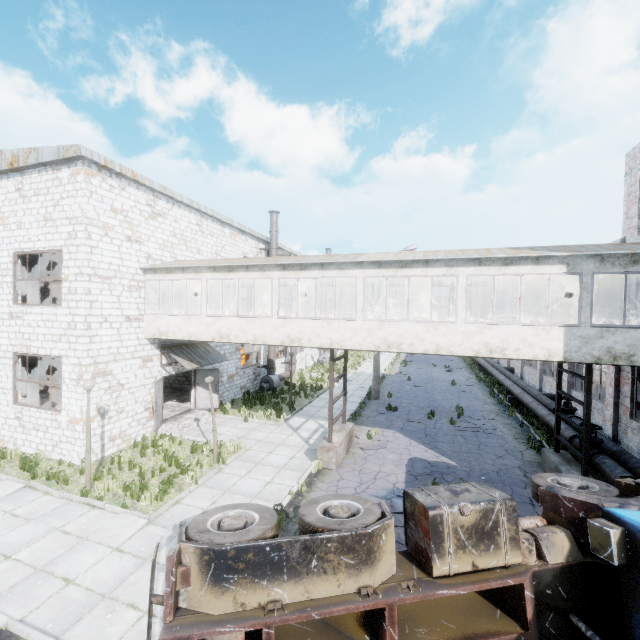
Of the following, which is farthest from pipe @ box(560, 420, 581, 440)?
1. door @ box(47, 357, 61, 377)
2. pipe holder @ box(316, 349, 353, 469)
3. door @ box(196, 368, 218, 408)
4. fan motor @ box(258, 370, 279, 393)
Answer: door @ box(47, 357, 61, 377)

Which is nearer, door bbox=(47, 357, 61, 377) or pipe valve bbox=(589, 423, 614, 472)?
pipe valve bbox=(589, 423, 614, 472)

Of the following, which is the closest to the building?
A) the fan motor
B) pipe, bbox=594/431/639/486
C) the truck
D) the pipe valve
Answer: pipe, bbox=594/431/639/486

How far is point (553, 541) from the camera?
4.73m

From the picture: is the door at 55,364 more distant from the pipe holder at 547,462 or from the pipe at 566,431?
the pipe at 566,431

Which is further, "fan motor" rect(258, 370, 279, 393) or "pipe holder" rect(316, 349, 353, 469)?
"fan motor" rect(258, 370, 279, 393)

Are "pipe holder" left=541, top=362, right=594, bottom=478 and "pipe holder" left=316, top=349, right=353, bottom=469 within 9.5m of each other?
yes

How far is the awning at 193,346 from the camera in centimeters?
1468cm
